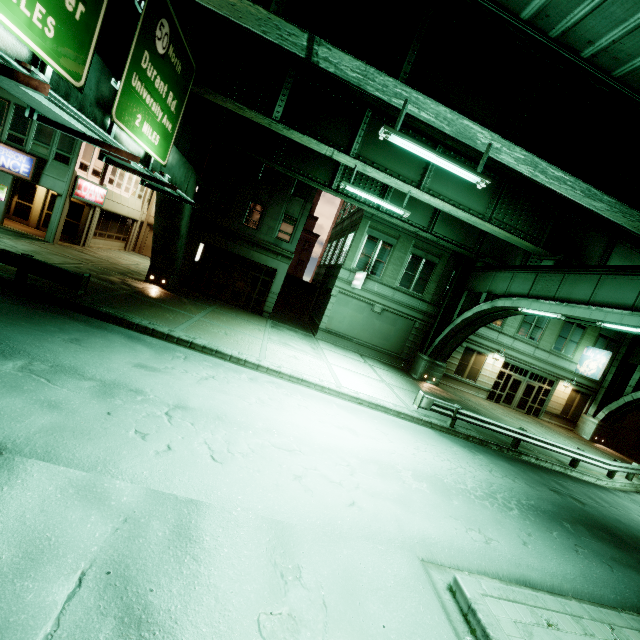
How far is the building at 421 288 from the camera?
22.4 meters

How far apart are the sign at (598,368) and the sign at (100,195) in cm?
3832

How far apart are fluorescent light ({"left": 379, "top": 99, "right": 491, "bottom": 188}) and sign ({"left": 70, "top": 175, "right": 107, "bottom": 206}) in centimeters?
2009cm

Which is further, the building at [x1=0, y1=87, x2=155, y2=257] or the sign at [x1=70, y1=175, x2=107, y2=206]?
the sign at [x1=70, y1=175, x2=107, y2=206]

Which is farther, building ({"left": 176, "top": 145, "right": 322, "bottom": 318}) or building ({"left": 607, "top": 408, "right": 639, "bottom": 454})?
building ({"left": 607, "top": 408, "right": 639, "bottom": 454})

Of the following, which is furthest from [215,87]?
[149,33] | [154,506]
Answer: [154,506]

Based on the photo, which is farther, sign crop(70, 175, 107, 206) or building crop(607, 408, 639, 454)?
building crop(607, 408, 639, 454)

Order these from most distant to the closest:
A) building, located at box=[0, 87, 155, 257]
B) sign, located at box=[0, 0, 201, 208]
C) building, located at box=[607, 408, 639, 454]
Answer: building, located at box=[607, 408, 639, 454]
building, located at box=[0, 87, 155, 257]
sign, located at box=[0, 0, 201, 208]
